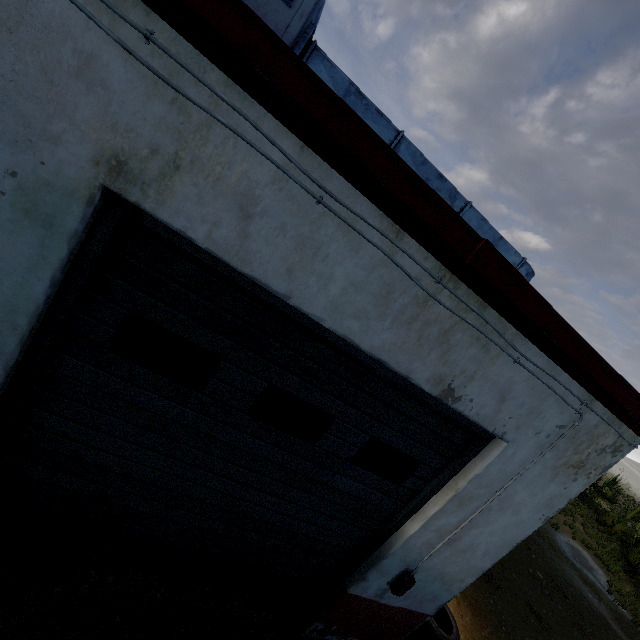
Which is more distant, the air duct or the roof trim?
the air duct

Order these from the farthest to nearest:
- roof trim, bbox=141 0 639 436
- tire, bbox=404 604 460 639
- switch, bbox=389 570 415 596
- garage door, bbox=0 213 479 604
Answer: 1. tire, bbox=404 604 460 639
2. switch, bbox=389 570 415 596
3. garage door, bbox=0 213 479 604
4. roof trim, bbox=141 0 639 436

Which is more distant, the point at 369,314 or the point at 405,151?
the point at 405,151

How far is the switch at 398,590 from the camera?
3.4 meters

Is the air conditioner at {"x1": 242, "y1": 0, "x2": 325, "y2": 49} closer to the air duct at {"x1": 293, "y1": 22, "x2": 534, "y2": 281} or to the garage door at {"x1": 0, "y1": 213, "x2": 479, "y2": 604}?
the air duct at {"x1": 293, "y1": 22, "x2": 534, "y2": 281}

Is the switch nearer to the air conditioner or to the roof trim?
the roof trim

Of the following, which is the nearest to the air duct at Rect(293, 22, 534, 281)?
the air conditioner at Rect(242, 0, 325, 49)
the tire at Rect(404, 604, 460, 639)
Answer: the air conditioner at Rect(242, 0, 325, 49)

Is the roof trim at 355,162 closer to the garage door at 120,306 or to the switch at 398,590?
the garage door at 120,306
